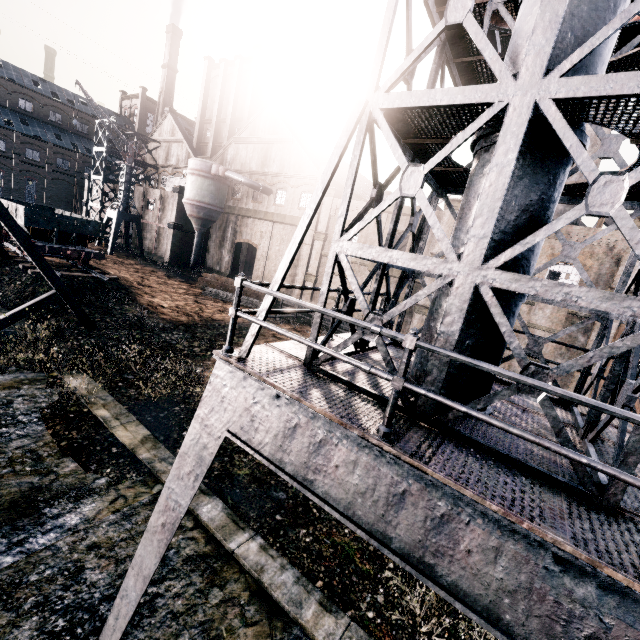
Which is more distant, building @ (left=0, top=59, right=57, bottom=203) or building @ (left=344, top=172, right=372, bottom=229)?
building @ (left=0, top=59, right=57, bottom=203)

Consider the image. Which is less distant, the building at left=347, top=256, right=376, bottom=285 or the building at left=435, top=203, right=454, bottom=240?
the building at left=435, top=203, right=454, bottom=240

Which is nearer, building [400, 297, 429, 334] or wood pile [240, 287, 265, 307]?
building [400, 297, 429, 334]

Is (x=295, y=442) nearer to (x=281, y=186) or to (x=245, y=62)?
(x=281, y=186)

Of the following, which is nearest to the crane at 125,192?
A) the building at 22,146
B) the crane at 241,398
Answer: the building at 22,146

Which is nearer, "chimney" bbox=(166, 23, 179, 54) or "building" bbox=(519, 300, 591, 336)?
"building" bbox=(519, 300, 591, 336)

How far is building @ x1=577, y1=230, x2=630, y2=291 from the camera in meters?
20.9 m

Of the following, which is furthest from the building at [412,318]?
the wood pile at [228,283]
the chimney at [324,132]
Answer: the wood pile at [228,283]
